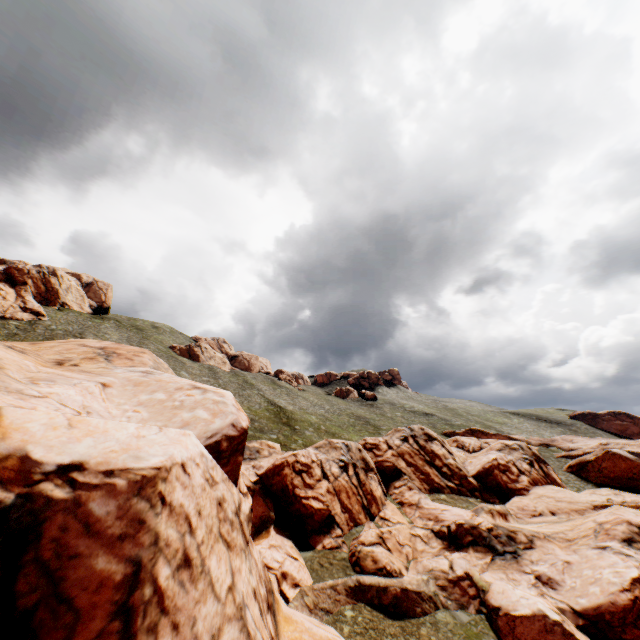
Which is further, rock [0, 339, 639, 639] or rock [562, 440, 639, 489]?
rock [562, 440, 639, 489]

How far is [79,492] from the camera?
6.7m

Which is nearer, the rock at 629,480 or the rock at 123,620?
the rock at 123,620
